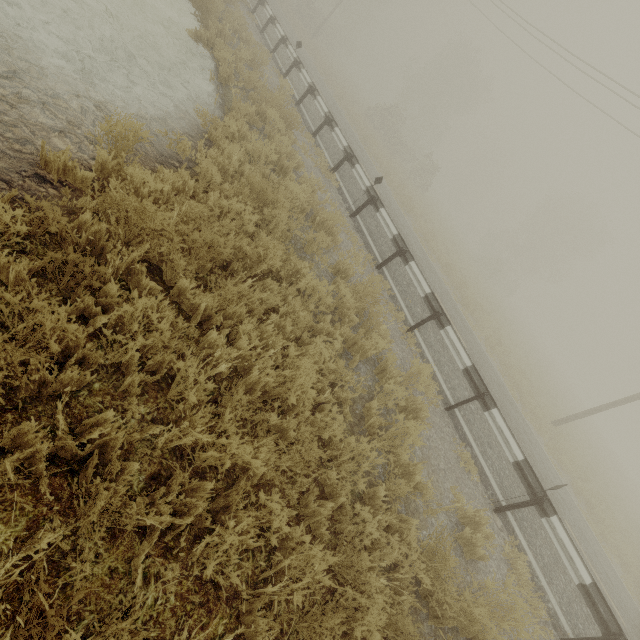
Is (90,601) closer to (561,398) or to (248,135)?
(248,135)
